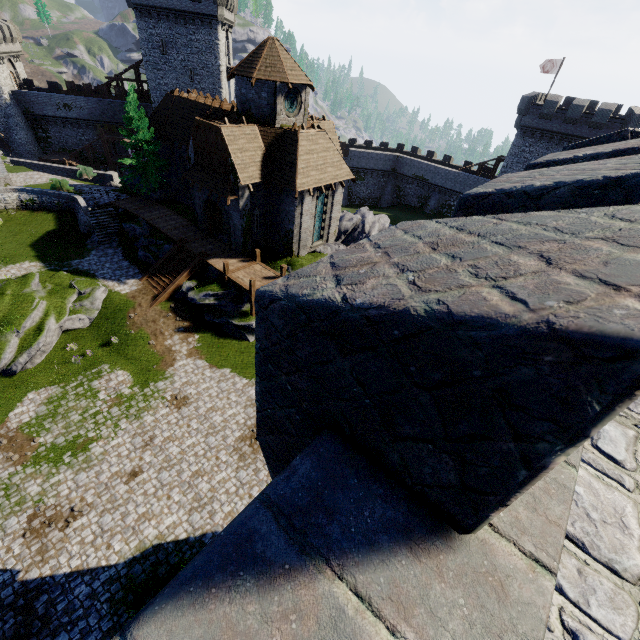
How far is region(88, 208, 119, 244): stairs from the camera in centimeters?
2944cm

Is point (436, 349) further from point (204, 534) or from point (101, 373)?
point (101, 373)

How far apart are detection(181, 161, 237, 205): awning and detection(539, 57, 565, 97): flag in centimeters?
4250cm

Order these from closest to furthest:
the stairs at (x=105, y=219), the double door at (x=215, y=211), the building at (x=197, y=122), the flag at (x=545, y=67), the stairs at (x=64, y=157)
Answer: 1. the building at (x=197, y=122)
2. the double door at (x=215, y=211)
3. the stairs at (x=105, y=219)
4. the flag at (x=545, y=67)
5. the stairs at (x=64, y=157)

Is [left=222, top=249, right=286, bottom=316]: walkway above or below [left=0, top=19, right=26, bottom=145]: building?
below

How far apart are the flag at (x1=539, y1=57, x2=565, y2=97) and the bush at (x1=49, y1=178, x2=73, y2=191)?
56.0 meters

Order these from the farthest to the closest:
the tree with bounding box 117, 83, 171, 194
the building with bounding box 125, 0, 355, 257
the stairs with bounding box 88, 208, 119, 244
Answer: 1. the stairs with bounding box 88, 208, 119, 244
2. the tree with bounding box 117, 83, 171, 194
3. the building with bounding box 125, 0, 355, 257

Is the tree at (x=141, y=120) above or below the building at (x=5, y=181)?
above
